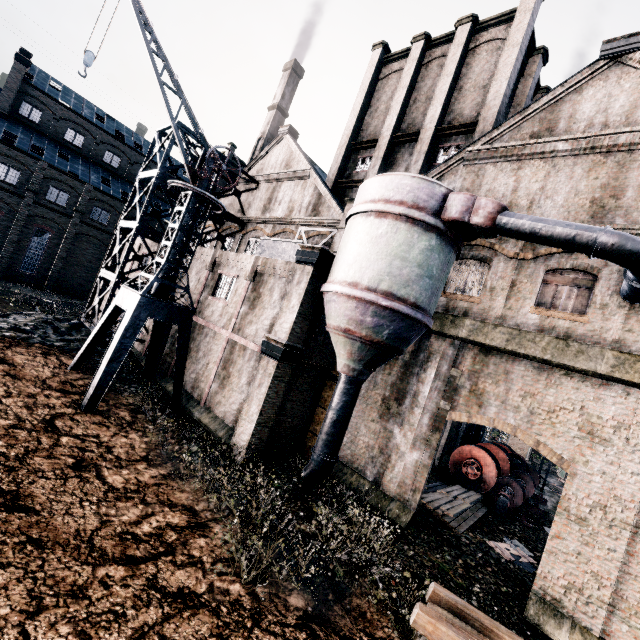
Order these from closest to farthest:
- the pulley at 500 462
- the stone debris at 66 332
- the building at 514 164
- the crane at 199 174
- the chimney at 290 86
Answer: the building at 514 164 → the crane at 199 174 → the stone debris at 66 332 → the pulley at 500 462 → the chimney at 290 86

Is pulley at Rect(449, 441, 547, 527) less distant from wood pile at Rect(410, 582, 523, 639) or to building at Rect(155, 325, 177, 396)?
building at Rect(155, 325, 177, 396)

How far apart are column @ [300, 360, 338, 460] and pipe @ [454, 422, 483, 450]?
13.1 meters

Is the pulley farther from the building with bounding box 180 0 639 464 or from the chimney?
the chimney

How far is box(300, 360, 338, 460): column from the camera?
17.0m

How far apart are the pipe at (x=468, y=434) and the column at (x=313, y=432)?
13.07m

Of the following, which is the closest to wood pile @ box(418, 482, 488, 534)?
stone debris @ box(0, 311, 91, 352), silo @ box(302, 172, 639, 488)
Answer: silo @ box(302, 172, 639, 488)

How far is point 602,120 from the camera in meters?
13.0
